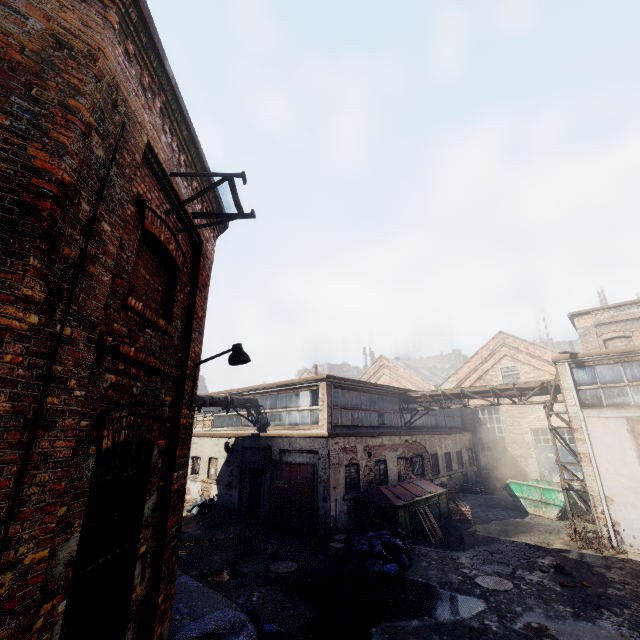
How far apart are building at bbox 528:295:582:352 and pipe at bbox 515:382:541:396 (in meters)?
44.21

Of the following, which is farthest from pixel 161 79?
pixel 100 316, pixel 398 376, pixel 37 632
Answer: pixel 398 376

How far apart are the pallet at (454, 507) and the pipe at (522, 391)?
4.78m

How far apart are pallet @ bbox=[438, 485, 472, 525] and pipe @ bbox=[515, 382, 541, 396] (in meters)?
4.78

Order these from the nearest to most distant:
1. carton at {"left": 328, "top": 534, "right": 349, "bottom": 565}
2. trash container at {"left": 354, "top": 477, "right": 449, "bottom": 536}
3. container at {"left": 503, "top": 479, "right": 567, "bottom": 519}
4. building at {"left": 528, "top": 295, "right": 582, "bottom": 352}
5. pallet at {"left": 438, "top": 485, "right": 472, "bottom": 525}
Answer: carton at {"left": 328, "top": 534, "right": 349, "bottom": 565}, trash container at {"left": 354, "top": 477, "right": 449, "bottom": 536}, pallet at {"left": 438, "top": 485, "right": 472, "bottom": 525}, container at {"left": 503, "top": 479, "right": 567, "bottom": 519}, building at {"left": 528, "top": 295, "right": 582, "bottom": 352}

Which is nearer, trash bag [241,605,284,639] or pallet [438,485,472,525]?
trash bag [241,605,284,639]

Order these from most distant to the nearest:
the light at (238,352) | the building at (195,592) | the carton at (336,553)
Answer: the carton at (336,553)
the light at (238,352)
the building at (195,592)

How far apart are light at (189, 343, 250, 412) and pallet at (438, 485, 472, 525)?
13.5m
